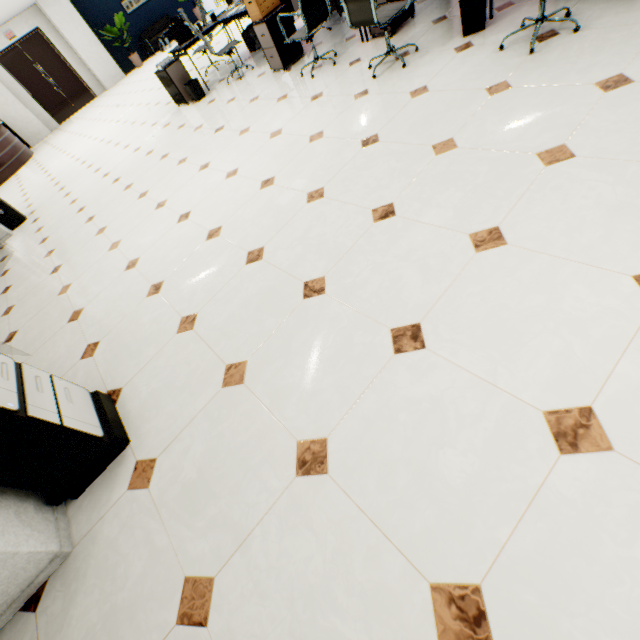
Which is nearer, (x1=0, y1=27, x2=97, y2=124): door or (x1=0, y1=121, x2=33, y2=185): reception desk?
(x1=0, y1=121, x2=33, y2=185): reception desk

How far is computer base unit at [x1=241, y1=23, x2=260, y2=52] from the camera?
6.5 meters

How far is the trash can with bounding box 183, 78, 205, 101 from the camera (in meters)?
6.08

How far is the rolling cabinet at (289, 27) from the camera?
4.8m

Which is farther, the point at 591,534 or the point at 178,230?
the point at 178,230

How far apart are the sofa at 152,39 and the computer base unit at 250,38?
10.9 meters

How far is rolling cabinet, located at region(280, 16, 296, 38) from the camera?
4.8m

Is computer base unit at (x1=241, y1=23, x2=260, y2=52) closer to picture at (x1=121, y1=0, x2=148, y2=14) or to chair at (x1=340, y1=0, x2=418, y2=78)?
chair at (x1=340, y1=0, x2=418, y2=78)
